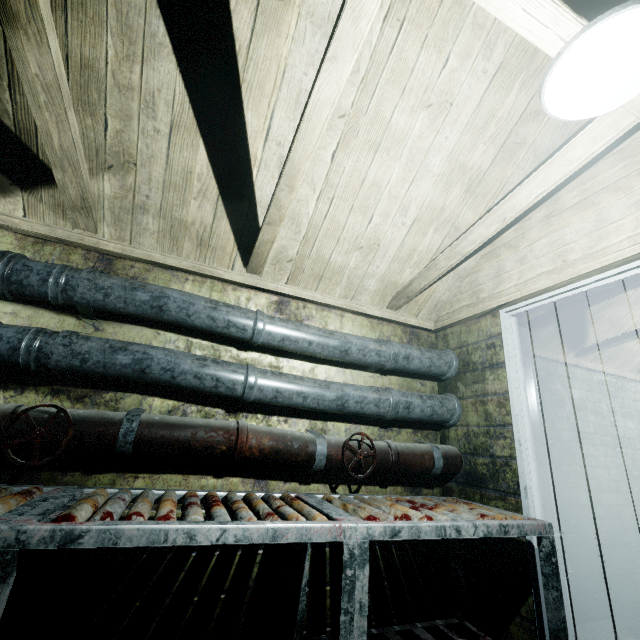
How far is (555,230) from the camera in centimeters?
179cm

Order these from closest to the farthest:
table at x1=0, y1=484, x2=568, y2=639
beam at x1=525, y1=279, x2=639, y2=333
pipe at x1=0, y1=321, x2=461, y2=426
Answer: table at x1=0, y1=484, x2=568, y2=639 < pipe at x1=0, y1=321, x2=461, y2=426 < beam at x1=525, y1=279, x2=639, y2=333

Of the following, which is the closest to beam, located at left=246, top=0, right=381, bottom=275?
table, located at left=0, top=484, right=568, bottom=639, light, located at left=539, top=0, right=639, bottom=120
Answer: light, located at left=539, top=0, right=639, bottom=120

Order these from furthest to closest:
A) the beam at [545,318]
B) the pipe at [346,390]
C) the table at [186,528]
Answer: the beam at [545,318], the pipe at [346,390], the table at [186,528]

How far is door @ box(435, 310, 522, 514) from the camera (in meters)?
1.84

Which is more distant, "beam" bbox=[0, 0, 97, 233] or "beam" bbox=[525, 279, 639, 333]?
"beam" bbox=[525, 279, 639, 333]

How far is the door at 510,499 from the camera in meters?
1.8

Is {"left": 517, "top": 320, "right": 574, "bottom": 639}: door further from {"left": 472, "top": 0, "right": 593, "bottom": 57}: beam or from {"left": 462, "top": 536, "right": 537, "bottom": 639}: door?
{"left": 472, "top": 0, "right": 593, "bottom": 57}: beam
